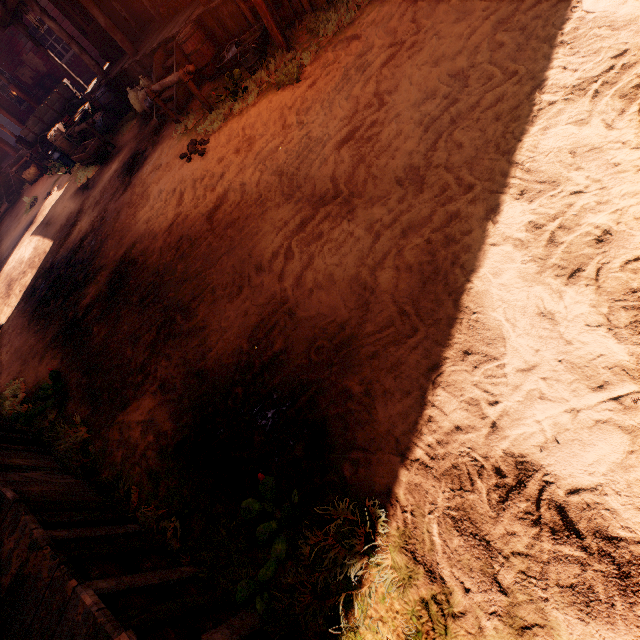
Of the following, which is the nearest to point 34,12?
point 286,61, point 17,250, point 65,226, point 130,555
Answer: point 65,226

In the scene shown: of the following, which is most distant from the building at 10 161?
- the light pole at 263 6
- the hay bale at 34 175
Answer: the hay bale at 34 175

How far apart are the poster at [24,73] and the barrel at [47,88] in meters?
0.2 m

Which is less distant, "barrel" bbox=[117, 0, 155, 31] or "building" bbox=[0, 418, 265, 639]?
"building" bbox=[0, 418, 265, 639]

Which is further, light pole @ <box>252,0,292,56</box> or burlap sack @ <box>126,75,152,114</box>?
burlap sack @ <box>126,75,152,114</box>

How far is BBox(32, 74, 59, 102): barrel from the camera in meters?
15.9 m

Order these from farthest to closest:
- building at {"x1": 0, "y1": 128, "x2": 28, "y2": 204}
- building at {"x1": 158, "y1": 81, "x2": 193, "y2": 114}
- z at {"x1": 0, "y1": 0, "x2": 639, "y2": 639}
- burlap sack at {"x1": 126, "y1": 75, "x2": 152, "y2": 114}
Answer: building at {"x1": 0, "y1": 128, "x2": 28, "y2": 204} < burlap sack at {"x1": 126, "y1": 75, "x2": 152, "y2": 114} < building at {"x1": 158, "y1": 81, "x2": 193, "y2": 114} < z at {"x1": 0, "y1": 0, "x2": 639, "y2": 639}

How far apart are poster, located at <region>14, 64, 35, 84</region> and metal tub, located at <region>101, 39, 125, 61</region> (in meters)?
7.29
